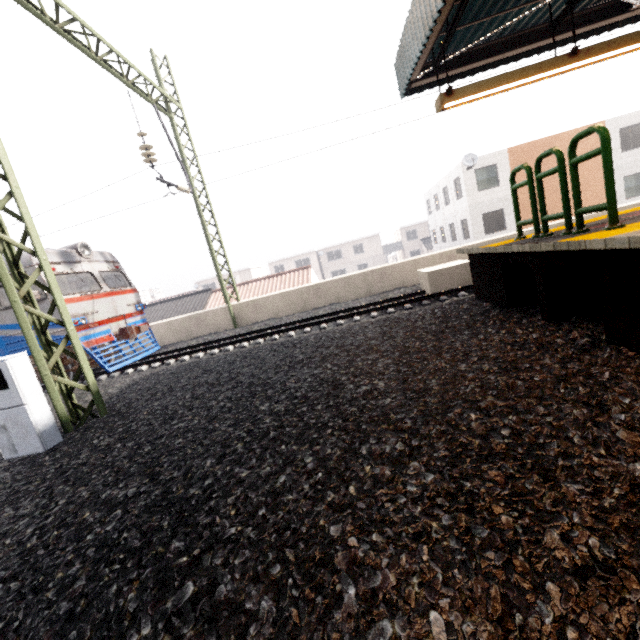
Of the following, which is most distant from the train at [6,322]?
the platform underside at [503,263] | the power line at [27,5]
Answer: the platform underside at [503,263]

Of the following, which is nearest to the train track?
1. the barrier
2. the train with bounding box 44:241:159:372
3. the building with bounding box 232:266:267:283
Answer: the train with bounding box 44:241:159:372

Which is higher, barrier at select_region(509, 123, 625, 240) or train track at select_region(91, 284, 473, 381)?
barrier at select_region(509, 123, 625, 240)

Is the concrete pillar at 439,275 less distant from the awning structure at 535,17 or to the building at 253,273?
the awning structure at 535,17

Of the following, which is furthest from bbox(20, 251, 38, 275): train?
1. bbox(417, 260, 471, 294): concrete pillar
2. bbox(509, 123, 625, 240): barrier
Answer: bbox(509, 123, 625, 240): barrier

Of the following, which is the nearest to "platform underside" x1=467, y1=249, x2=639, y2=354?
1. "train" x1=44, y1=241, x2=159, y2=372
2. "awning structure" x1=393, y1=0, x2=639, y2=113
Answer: "awning structure" x1=393, y1=0, x2=639, y2=113

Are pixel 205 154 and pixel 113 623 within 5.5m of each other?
no

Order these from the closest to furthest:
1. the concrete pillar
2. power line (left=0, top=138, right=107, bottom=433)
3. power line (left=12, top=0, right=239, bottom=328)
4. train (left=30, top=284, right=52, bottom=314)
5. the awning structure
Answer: power line (left=0, top=138, right=107, bottom=433) < the awning structure < power line (left=12, top=0, right=239, bottom=328) < train (left=30, top=284, right=52, bottom=314) < the concrete pillar
